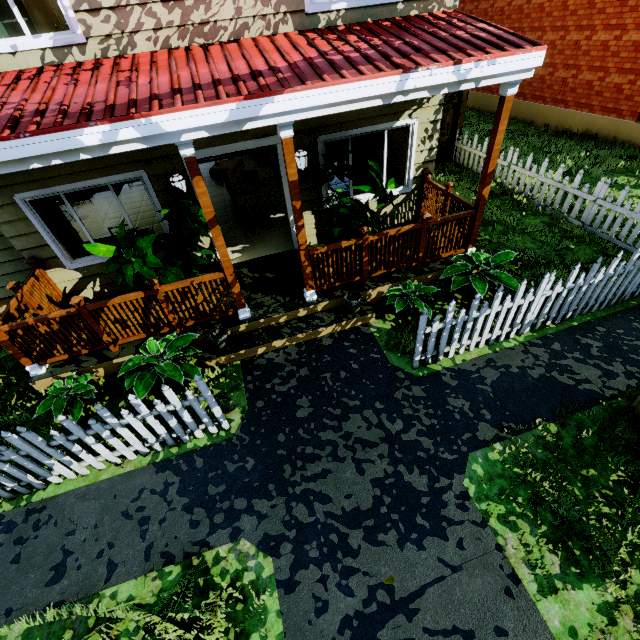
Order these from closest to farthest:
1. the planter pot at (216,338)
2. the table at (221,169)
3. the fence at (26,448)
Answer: the fence at (26,448)
the planter pot at (216,338)
the table at (221,169)

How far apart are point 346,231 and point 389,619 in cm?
525

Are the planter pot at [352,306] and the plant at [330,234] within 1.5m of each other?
yes

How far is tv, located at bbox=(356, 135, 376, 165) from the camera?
8.0m

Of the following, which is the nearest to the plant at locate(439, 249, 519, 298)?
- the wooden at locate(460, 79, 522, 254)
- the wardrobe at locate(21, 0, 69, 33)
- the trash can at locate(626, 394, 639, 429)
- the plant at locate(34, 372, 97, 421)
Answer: the wooden at locate(460, 79, 522, 254)

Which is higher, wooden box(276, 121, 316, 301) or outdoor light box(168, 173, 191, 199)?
wooden box(276, 121, 316, 301)

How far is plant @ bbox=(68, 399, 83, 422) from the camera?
4.6 meters

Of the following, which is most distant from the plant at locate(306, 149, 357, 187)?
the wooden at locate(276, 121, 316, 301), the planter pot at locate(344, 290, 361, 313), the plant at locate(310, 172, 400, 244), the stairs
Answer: the stairs
